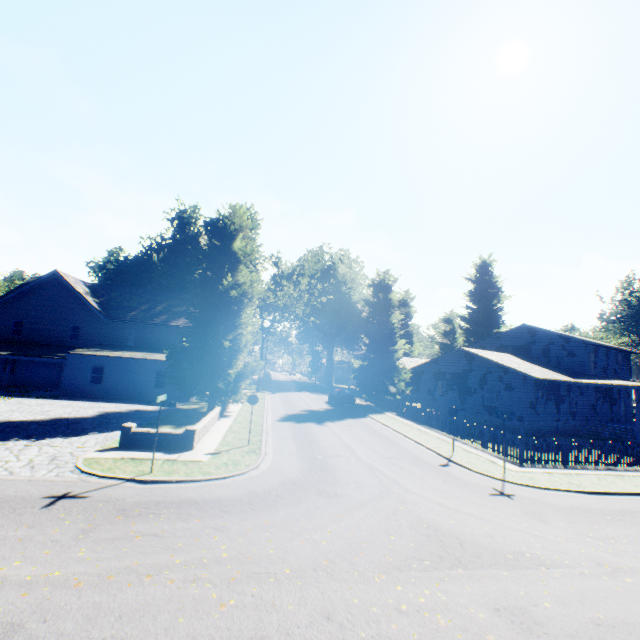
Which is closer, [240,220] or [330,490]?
[330,490]

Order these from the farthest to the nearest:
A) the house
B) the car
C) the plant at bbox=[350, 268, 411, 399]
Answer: the plant at bbox=[350, 268, 411, 399] → the car → the house

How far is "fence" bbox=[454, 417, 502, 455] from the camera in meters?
17.2 m

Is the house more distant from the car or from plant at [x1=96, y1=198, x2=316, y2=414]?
the car

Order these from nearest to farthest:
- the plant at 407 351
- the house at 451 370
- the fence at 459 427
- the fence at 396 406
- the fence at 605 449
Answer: the fence at 605 449
the fence at 459 427
the fence at 396 406
the house at 451 370
the plant at 407 351

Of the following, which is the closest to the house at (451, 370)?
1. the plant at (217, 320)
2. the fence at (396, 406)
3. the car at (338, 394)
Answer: the plant at (217, 320)

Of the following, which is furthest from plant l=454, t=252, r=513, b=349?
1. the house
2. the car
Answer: the car
